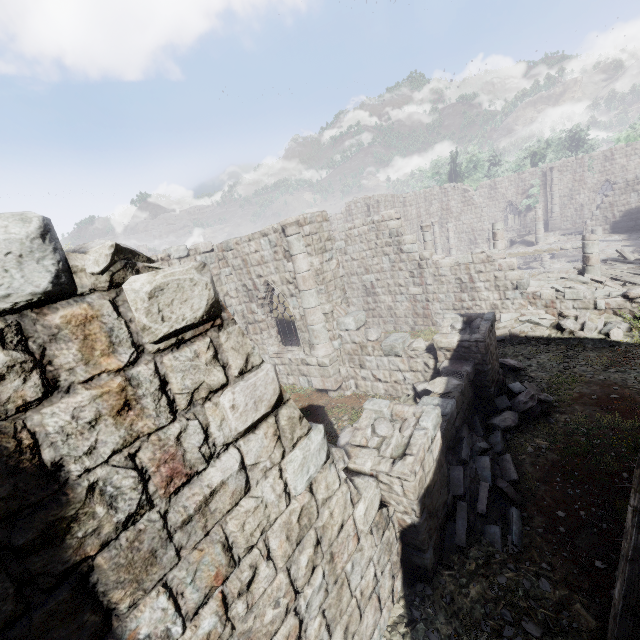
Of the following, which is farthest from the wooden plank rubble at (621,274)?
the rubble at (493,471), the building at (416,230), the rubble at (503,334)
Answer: the rubble at (493,471)

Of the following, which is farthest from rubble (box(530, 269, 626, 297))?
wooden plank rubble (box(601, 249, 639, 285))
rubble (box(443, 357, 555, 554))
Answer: rubble (box(443, 357, 555, 554))

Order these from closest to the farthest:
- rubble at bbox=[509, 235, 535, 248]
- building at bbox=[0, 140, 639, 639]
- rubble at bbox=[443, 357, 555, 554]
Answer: building at bbox=[0, 140, 639, 639] < rubble at bbox=[443, 357, 555, 554] < rubble at bbox=[509, 235, 535, 248]

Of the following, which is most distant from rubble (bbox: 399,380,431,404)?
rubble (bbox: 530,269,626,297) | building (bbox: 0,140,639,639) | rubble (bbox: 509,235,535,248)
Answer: rubble (bbox: 509,235,535,248)

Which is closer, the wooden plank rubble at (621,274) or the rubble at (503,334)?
the rubble at (503,334)

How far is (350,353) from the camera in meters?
11.3

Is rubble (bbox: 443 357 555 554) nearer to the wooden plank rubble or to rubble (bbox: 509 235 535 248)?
the wooden plank rubble
